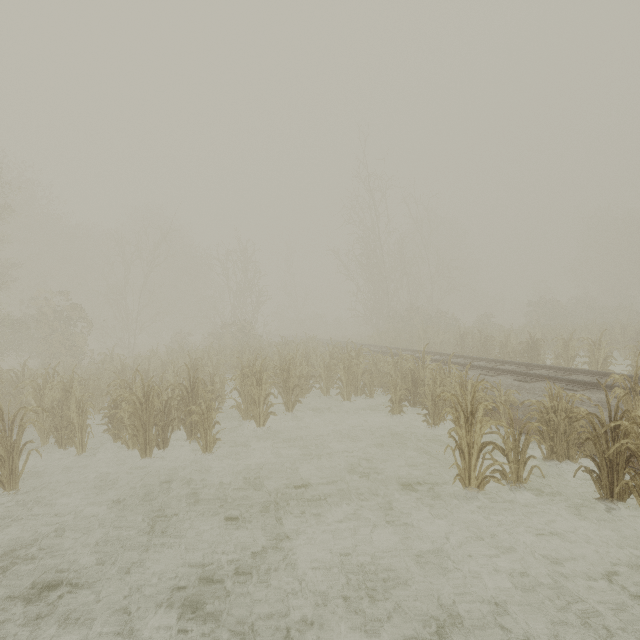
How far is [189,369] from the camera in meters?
8.1
